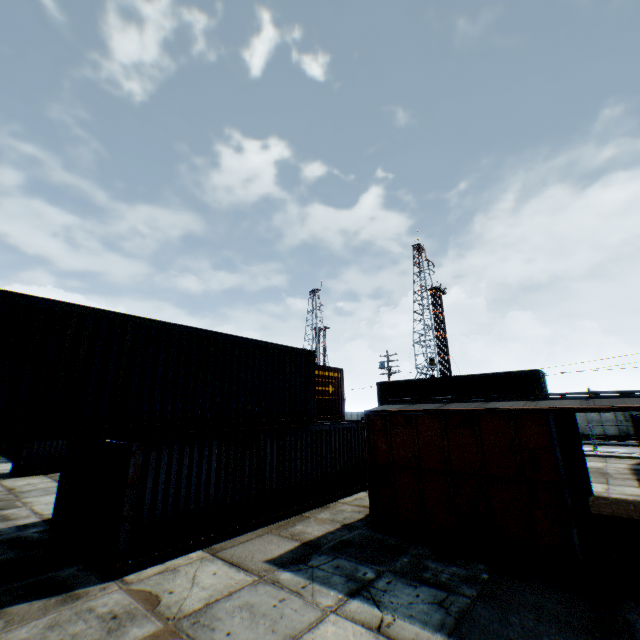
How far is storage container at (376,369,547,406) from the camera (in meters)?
21.31

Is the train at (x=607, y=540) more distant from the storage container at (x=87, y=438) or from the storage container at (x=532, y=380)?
the storage container at (x=532, y=380)

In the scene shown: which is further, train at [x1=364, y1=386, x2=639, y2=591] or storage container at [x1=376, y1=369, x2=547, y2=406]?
storage container at [x1=376, y1=369, x2=547, y2=406]

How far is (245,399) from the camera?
10.6 meters

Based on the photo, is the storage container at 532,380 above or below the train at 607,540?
above

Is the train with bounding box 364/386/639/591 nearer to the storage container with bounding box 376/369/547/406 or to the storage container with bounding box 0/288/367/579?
the storage container with bounding box 0/288/367/579

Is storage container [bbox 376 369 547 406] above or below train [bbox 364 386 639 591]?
above
